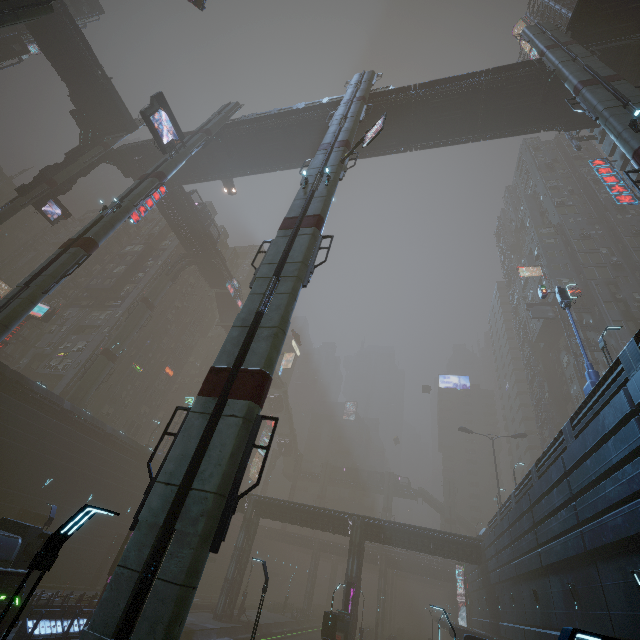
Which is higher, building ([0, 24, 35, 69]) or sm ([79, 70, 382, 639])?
building ([0, 24, 35, 69])

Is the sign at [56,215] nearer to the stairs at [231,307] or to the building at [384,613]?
the building at [384,613]

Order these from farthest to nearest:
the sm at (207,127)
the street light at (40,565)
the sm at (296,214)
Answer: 1. the sm at (207,127)
2. the sm at (296,214)
3. the street light at (40,565)

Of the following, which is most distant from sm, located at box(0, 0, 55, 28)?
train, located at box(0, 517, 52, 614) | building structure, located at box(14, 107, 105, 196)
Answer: train, located at box(0, 517, 52, 614)

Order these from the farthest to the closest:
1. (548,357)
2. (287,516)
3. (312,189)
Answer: (548,357), (287,516), (312,189)

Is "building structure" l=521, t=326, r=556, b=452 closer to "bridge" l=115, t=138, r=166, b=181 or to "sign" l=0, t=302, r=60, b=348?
"bridge" l=115, t=138, r=166, b=181

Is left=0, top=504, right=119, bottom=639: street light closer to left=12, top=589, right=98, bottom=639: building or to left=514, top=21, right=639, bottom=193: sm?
left=12, top=589, right=98, bottom=639: building

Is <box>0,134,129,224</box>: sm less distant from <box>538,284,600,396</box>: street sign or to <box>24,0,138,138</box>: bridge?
<box>24,0,138,138</box>: bridge
